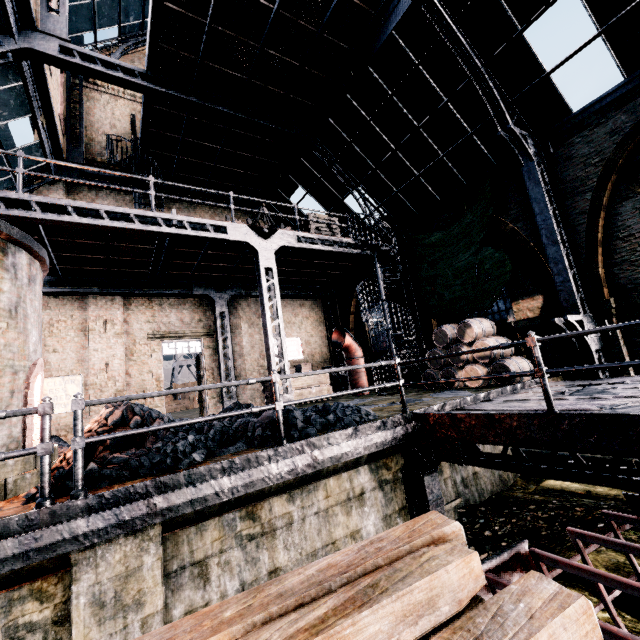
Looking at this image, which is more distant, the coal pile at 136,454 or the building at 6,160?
the building at 6,160

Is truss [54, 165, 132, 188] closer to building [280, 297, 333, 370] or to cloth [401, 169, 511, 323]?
building [280, 297, 333, 370]

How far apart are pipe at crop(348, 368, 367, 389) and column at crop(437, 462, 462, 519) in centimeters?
787cm

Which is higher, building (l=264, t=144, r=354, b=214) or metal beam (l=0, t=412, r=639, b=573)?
building (l=264, t=144, r=354, b=214)

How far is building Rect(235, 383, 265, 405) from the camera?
16.1 meters

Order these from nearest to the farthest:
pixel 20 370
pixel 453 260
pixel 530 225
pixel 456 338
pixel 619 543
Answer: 1. pixel 619 543
2. pixel 20 370
3. pixel 530 225
4. pixel 456 338
5. pixel 453 260

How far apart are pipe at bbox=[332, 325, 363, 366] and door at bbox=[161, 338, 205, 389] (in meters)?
6.39

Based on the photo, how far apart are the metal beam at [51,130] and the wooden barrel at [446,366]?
15.3 meters
